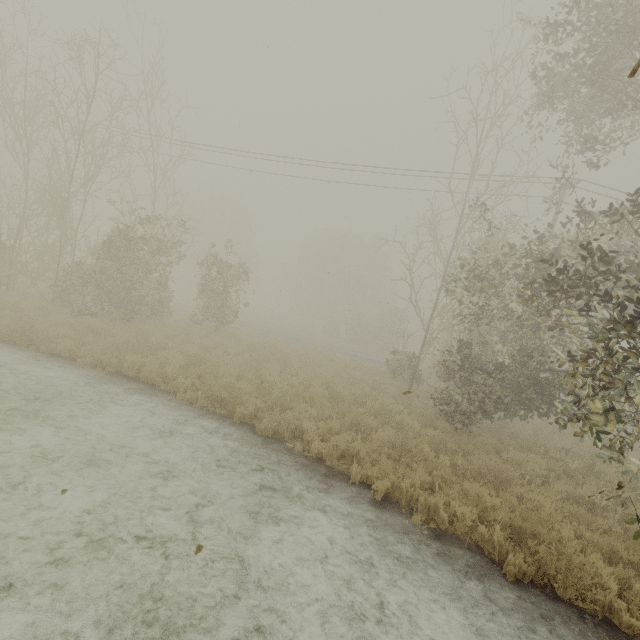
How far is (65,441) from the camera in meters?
6.0
